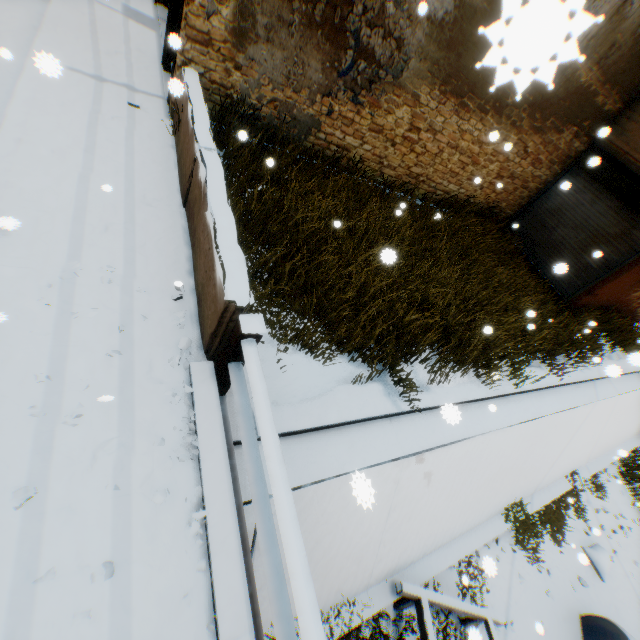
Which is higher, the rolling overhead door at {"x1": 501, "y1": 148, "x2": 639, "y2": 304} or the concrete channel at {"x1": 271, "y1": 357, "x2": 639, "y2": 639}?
the rolling overhead door at {"x1": 501, "y1": 148, "x2": 639, "y2": 304}

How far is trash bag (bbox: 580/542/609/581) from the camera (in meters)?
8.28

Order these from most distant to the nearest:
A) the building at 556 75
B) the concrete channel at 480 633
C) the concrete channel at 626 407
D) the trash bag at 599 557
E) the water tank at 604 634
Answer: the trash bag at 599 557
the water tank at 604 634
the building at 556 75
the concrete channel at 626 407
the concrete channel at 480 633

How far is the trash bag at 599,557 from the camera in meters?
8.3 m

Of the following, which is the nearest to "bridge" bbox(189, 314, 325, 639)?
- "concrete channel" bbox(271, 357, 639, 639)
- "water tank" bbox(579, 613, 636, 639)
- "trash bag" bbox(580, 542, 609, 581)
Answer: "concrete channel" bbox(271, 357, 639, 639)

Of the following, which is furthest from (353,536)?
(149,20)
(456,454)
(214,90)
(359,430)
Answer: (149,20)

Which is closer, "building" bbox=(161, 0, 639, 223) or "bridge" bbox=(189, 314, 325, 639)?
"bridge" bbox=(189, 314, 325, 639)

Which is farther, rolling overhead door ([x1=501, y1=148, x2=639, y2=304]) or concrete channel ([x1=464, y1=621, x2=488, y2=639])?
rolling overhead door ([x1=501, y1=148, x2=639, y2=304])
